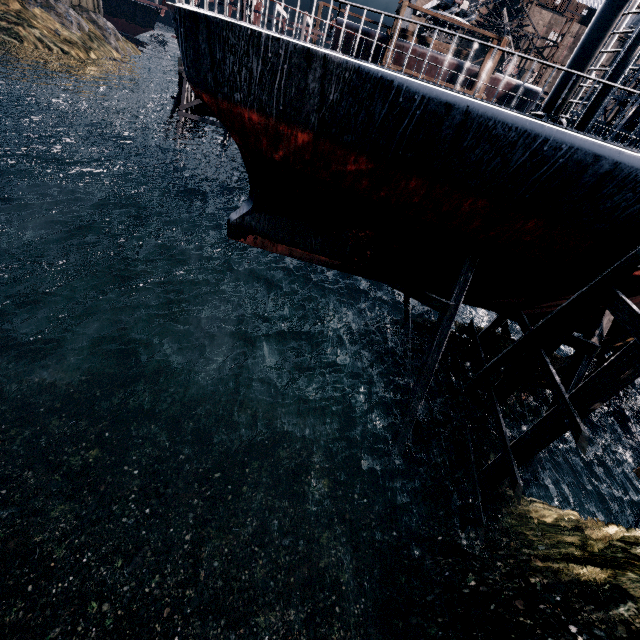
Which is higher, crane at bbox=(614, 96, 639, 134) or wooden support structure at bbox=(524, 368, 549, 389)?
crane at bbox=(614, 96, 639, 134)

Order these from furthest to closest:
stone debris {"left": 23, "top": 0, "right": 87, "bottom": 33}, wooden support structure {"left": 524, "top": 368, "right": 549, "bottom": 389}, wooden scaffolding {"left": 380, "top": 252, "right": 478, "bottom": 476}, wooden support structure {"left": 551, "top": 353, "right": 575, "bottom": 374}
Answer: stone debris {"left": 23, "top": 0, "right": 87, "bottom": 33} < wooden support structure {"left": 524, "top": 368, "right": 549, "bottom": 389} < wooden support structure {"left": 551, "top": 353, "right": 575, "bottom": 374} < wooden scaffolding {"left": 380, "top": 252, "right": 478, "bottom": 476}

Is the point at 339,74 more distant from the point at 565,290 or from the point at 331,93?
the point at 565,290

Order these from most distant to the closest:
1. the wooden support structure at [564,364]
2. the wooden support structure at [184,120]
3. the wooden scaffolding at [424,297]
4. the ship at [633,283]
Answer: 1. the wooden support structure at [184,120]
2. the wooden support structure at [564,364]
3. the wooden scaffolding at [424,297]
4. the ship at [633,283]

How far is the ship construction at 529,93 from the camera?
28.4 meters

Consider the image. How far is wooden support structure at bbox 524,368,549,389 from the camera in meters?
13.7

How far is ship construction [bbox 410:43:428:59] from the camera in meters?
27.2
